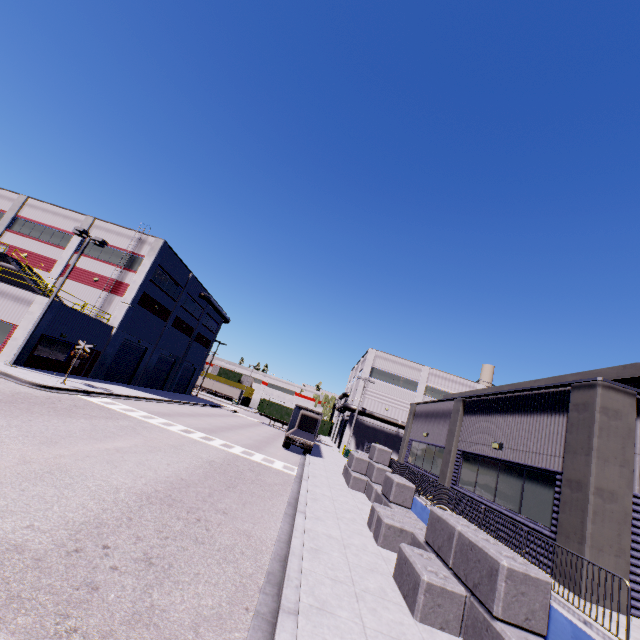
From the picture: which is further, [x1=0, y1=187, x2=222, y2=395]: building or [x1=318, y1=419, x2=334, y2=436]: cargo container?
[x1=318, y1=419, x2=334, y2=436]: cargo container

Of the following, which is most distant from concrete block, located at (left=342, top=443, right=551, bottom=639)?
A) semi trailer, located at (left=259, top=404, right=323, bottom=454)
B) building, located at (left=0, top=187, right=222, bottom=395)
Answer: semi trailer, located at (left=259, top=404, right=323, bottom=454)

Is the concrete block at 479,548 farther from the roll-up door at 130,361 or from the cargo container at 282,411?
the roll-up door at 130,361

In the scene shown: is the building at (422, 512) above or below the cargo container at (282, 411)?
below

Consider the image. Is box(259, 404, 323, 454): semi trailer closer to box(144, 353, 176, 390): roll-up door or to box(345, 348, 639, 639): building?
box(345, 348, 639, 639): building

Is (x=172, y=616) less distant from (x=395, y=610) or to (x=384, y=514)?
(x=395, y=610)

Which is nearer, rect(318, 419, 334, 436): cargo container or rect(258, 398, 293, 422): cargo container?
rect(318, 419, 334, 436): cargo container

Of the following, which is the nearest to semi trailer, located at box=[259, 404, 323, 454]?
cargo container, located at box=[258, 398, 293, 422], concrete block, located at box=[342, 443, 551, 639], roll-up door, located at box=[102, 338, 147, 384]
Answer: cargo container, located at box=[258, 398, 293, 422]
